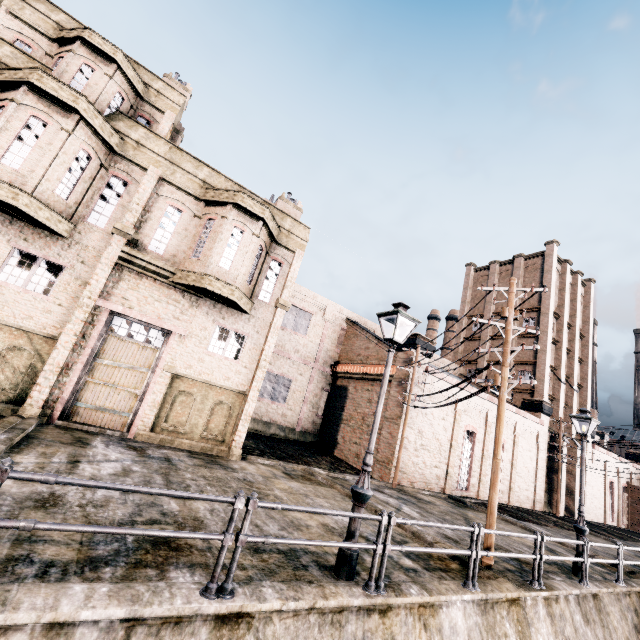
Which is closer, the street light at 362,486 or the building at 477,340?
the street light at 362,486

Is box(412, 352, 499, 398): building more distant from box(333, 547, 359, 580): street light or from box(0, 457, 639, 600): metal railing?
box(0, 457, 639, 600): metal railing

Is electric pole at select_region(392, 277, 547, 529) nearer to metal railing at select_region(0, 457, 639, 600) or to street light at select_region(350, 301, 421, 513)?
metal railing at select_region(0, 457, 639, 600)

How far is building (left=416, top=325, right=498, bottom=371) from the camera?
23.75m

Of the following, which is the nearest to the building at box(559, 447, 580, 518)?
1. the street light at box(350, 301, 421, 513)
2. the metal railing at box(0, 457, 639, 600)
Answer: the street light at box(350, 301, 421, 513)

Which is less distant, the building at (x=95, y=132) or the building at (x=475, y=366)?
the building at (x=95, y=132)

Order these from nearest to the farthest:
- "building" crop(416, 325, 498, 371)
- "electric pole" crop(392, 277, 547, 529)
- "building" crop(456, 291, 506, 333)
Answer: "electric pole" crop(392, 277, 547, 529) < "building" crop(416, 325, 498, 371) < "building" crop(456, 291, 506, 333)

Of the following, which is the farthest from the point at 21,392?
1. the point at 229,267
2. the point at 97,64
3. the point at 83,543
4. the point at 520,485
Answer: the point at 520,485
